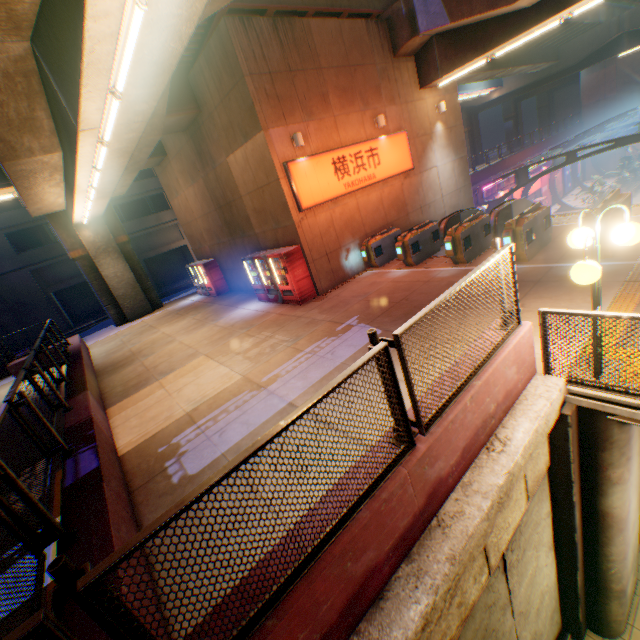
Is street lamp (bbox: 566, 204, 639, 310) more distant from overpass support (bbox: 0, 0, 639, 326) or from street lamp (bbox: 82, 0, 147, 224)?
street lamp (bbox: 82, 0, 147, 224)

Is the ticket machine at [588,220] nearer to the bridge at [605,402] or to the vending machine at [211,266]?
the bridge at [605,402]

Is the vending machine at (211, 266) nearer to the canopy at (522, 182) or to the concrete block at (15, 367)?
the concrete block at (15, 367)

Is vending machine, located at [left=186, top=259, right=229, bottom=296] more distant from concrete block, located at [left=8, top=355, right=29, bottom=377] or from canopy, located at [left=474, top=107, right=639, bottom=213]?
canopy, located at [left=474, top=107, right=639, bottom=213]

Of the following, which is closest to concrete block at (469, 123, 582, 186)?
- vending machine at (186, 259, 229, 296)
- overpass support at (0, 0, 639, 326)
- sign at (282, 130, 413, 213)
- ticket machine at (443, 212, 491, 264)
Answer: overpass support at (0, 0, 639, 326)

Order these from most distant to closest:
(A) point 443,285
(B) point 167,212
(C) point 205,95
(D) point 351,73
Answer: (B) point 167,212, (D) point 351,73, (C) point 205,95, (A) point 443,285

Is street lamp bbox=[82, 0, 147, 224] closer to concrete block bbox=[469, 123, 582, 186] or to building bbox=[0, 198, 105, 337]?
concrete block bbox=[469, 123, 582, 186]

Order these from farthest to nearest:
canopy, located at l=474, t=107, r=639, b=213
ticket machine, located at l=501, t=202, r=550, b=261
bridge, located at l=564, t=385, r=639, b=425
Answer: canopy, located at l=474, t=107, r=639, b=213 < ticket machine, located at l=501, t=202, r=550, b=261 < bridge, located at l=564, t=385, r=639, b=425
